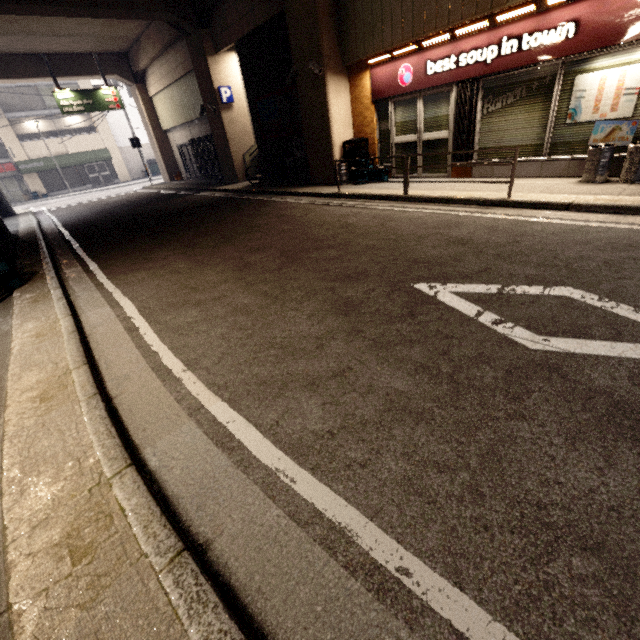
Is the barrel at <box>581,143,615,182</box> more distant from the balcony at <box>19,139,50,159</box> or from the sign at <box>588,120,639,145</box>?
the balcony at <box>19,139,50,159</box>

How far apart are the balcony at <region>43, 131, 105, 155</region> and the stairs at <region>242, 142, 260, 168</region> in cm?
2403

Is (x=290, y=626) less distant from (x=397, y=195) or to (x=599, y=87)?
(x=397, y=195)

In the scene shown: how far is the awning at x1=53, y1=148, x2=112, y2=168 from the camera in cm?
2815

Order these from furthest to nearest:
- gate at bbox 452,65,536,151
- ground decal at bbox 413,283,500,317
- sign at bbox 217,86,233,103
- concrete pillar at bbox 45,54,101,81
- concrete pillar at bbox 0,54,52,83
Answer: concrete pillar at bbox 45,54,101,81
concrete pillar at bbox 0,54,52,83
sign at bbox 217,86,233,103
gate at bbox 452,65,536,151
ground decal at bbox 413,283,500,317

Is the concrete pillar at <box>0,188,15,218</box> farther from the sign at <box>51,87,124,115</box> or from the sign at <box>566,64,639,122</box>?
the sign at <box>566,64,639,122</box>

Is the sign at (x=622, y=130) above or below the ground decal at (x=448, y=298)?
above

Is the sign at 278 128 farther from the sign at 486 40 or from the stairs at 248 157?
the sign at 486 40
